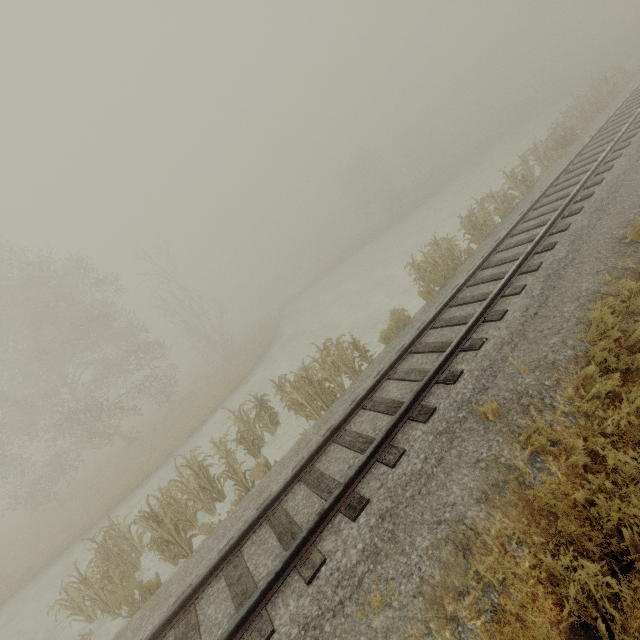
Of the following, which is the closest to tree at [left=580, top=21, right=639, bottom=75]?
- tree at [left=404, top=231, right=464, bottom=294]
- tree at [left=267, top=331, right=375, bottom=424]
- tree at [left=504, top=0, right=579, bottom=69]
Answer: tree at [left=504, top=0, right=579, bottom=69]

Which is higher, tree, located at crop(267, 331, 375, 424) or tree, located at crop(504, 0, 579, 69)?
tree, located at crop(504, 0, 579, 69)

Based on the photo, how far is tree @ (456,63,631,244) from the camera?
13.6m

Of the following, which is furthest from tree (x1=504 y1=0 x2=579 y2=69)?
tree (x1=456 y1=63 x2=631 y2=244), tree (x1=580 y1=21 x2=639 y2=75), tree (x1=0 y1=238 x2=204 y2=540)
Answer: tree (x1=0 y1=238 x2=204 y2=540)

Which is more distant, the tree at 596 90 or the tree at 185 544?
the tree at 596 90

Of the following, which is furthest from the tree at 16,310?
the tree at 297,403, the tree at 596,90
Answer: the tree at 596,90

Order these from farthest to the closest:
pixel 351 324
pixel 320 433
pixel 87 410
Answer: pixel 87 410 → pixel 351 324 → pixel 320 433

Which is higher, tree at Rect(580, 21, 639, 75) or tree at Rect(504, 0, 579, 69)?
tree at Rect(504, 0, 579, 69)
